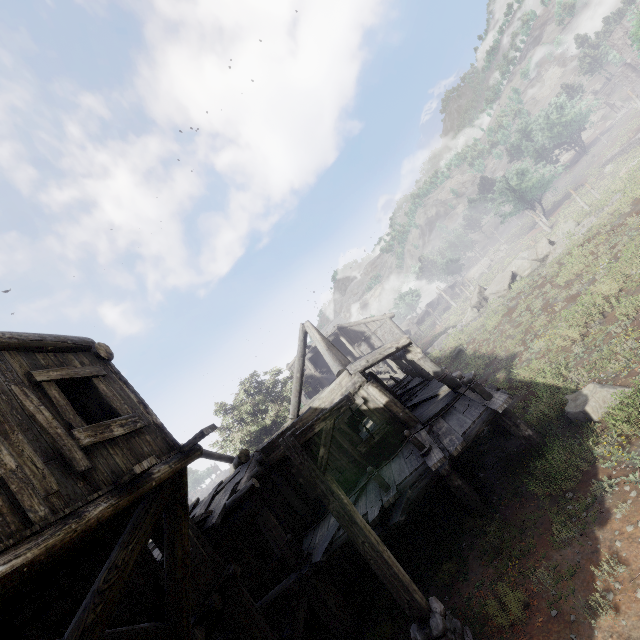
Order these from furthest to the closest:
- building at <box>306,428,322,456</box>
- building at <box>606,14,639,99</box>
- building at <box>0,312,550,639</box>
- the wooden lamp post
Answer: building at <box>606,14,639,99</box>
building at <box>306,428,322,456</box>
the wooden lamp post
building at <box>0,312,550,639</box>

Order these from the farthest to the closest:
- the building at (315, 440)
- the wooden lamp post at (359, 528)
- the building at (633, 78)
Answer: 1. the building at (633, 78)
2. the building at (315, 440)
3. the wooden lamp post at (359, 528)

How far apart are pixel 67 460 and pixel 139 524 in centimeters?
157cm

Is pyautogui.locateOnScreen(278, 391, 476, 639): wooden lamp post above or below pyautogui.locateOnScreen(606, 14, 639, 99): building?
below

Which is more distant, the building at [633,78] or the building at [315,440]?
the building at [633,78]

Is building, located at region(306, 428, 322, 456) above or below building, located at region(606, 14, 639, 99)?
below

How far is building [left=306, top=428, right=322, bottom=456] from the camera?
11.4m
